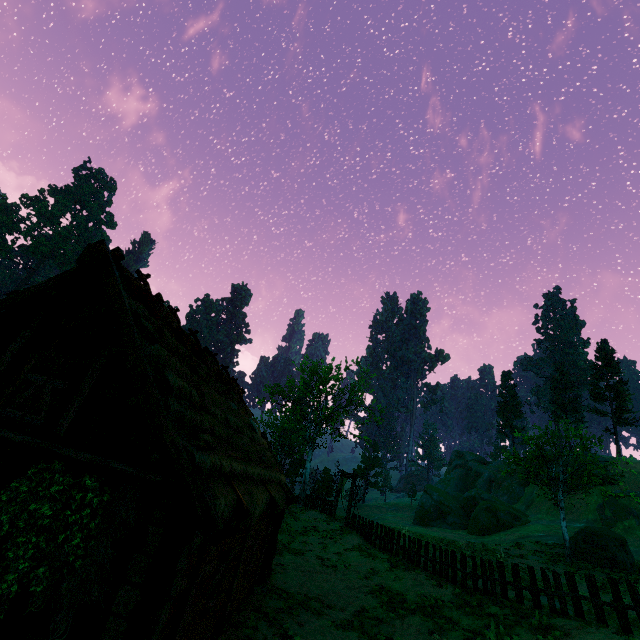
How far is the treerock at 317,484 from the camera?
33.7 meters

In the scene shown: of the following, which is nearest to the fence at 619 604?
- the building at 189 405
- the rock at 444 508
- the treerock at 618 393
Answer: the building at 189 405

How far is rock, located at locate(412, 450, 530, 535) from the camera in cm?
3625

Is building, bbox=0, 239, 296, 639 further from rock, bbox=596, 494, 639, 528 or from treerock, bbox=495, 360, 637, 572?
rock, bbox=596, 494, 639, 528

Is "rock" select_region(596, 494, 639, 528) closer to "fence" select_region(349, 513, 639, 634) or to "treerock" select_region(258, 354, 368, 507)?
"treerock" select_region(258, 354, 368, 507)

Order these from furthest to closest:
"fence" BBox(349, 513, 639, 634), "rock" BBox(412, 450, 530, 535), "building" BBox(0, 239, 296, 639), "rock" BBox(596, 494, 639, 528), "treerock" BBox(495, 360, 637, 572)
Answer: "rock" BBox(412, 450, 530, 535), "rock" BBox(596, 494, 639, 528), "treerock" BBox(495, 360, 637, 572), "fence" BBox(349, 513, 639, 634), "building" BBox(0, 239, 296, 639)

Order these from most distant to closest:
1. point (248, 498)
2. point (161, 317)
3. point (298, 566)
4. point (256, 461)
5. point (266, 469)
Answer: point (298, 566)
point (266, 469)
point (256, 461)
point (161, 317)
point (248, 498)

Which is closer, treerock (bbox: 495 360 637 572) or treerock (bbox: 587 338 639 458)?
treerock (bbox: 495 360 637 572)
